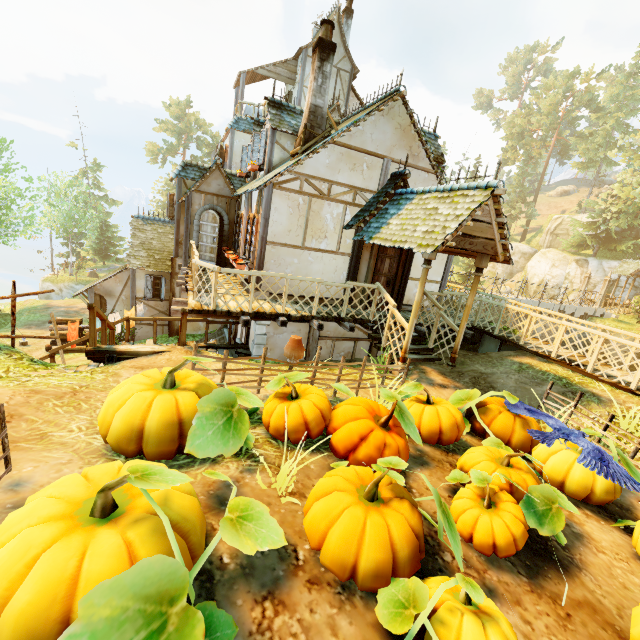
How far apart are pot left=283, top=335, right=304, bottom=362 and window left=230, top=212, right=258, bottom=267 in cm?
500

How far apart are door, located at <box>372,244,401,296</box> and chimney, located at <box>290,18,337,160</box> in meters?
3.5 m

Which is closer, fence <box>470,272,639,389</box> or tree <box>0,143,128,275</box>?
fence <box>470,272,639,389</box>

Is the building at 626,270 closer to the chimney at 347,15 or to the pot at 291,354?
the chimney at 347,15

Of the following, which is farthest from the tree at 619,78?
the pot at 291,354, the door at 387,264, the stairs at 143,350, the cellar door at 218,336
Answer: the door at 387,264

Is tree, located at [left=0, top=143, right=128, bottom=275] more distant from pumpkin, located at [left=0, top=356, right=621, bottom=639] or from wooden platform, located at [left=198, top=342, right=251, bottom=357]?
wooden platform, located at [left=198, top=342, right=251, bottom=357]

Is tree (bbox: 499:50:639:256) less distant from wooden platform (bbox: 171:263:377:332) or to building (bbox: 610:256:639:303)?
building (bbox: 610:256:639:303)

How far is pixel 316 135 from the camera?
9.5 meters
